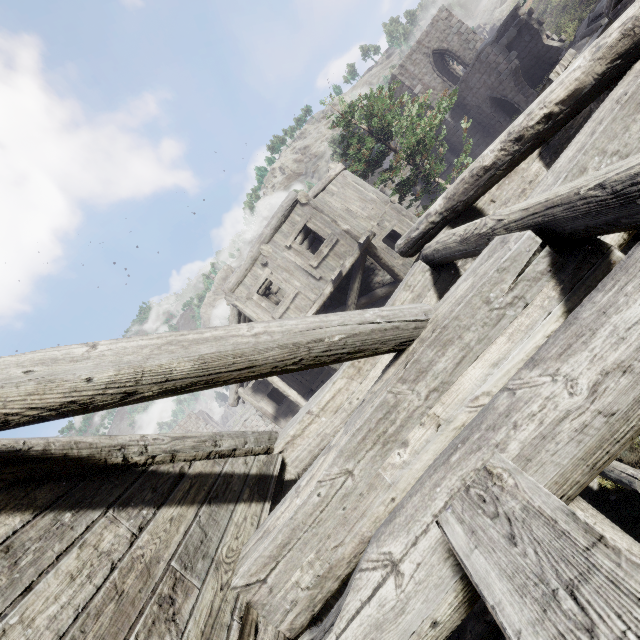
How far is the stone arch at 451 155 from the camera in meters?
27.1

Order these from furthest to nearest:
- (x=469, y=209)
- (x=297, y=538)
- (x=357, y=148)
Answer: (x=357, y=148), (x=469, y=209), (x=297, y=538)

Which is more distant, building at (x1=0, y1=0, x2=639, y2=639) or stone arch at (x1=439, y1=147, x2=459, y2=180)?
stone arch at (x1=439, y1=147, x2=459, y2=180)

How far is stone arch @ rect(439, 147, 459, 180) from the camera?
27.1 meters

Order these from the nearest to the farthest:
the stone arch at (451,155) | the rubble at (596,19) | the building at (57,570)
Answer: the building at (57,570) → the rubble at (596,19) → the stone arch at (451,155)

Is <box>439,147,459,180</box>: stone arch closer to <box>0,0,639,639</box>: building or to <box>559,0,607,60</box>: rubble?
<box>0,0,639,639</box>: building

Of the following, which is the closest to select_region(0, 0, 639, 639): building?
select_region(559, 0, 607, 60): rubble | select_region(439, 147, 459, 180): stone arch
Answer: select_region(439, 147, 459, 180): stone arch
